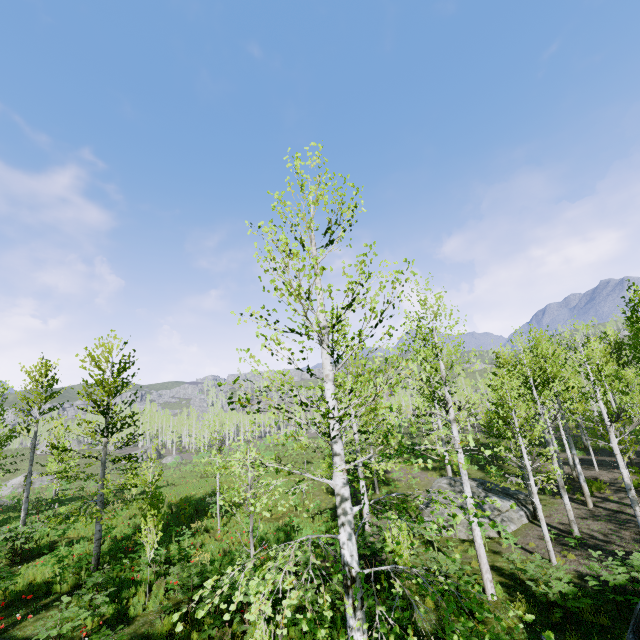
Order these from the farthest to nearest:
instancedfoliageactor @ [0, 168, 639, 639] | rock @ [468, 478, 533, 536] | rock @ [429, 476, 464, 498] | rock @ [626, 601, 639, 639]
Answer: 1. rock @ [429, 476, 464, 498]
2. rock @ [468, 478, 533, 536]
3. rock @ [626, 601, 639, 639]
4. instancedfoliageactor @ [0, 168, 639, 639]

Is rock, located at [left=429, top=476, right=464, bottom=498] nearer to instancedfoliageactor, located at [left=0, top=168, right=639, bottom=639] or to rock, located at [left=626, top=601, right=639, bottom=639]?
instancedfoliageactor, located at [left=0, top=168, right=639, bottom=639]

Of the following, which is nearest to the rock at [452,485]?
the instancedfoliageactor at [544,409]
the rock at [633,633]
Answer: the instancedfoliageactor at [544,409]

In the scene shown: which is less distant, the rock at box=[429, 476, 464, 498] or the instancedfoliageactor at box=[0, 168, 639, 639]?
the instancedfoliageactor at box=[0, 168, 639, 639]

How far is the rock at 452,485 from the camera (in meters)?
18.73

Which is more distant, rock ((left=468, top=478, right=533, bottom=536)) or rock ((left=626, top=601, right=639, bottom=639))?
rock ((left=468, top=478, right=533, bottom=536))

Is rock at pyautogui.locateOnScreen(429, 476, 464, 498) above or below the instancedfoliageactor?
below

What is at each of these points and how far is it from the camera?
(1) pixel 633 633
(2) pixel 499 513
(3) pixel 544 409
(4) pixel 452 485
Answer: (1) rock, 4.97m
(2) rock, 16.81m
(3) instancedfoliageactor, 14.67m
(4) rock, 19.58m
